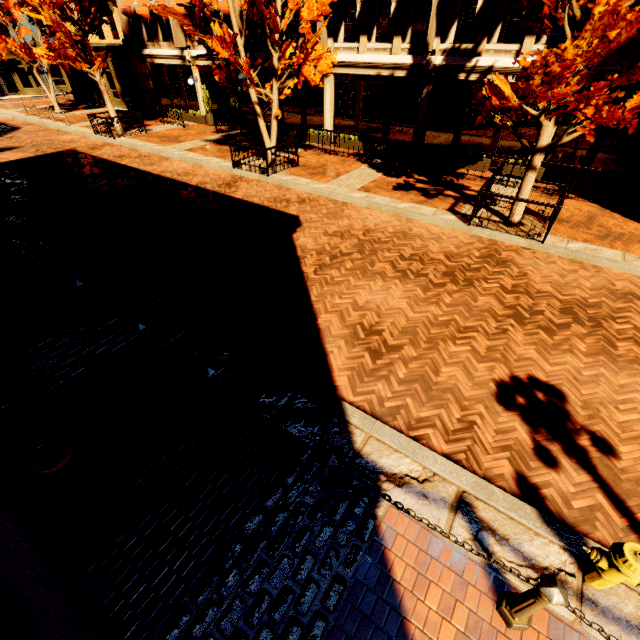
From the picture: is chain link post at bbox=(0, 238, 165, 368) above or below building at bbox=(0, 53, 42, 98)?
below

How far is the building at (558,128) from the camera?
11.9m

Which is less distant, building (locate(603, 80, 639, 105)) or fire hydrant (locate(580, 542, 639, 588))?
fire hydrant (locate(580, 542, 639, 588))

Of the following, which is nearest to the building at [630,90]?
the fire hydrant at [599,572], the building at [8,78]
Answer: the building at [8,78]

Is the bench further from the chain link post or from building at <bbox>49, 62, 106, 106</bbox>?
building at <bbox>49, 62, 106, 106</bbox>

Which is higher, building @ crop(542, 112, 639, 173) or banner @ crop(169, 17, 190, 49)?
banner @ crop(169, 17, 190, 49)

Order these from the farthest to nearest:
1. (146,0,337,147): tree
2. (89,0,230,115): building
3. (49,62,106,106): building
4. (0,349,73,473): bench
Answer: (49,62,106,106): building → (89,0,230,115): building → (146,0,337,147): tree → (0,349,73,473): bench

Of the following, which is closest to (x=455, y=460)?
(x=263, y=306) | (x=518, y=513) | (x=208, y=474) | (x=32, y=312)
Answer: (x=518, y=513)
